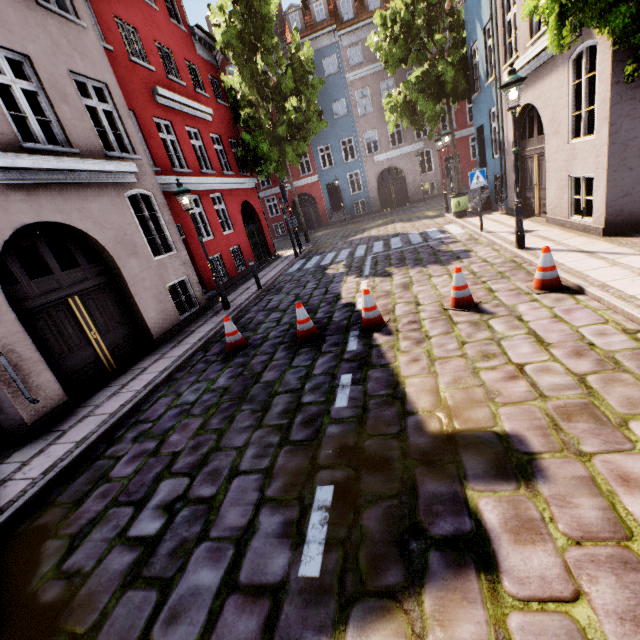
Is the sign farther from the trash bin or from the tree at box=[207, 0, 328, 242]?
the tree at box=[207, 0, 328, 242]

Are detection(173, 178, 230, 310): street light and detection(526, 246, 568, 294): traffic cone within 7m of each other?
no

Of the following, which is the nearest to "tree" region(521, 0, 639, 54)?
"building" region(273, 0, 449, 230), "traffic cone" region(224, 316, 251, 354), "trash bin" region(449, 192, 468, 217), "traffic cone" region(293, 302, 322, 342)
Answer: "building" region(273, 0, 449, 230)

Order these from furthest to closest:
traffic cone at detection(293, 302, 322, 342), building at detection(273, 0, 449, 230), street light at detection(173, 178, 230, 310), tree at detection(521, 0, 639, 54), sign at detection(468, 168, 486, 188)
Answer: building at detection(273, 0, 449, 230)
sign at detection(468, 168, 486, 188)
street light at detection(173, 178, 230, 310)
traffic cone at detection(293, 302, 322, 342)
tree at detection(521, 0, 639, 54)

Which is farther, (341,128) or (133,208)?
(341,128)

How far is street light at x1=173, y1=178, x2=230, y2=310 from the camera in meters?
8.8

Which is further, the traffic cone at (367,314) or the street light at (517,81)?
the street light at (517,81)

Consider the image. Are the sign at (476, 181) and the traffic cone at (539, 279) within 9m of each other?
yes
